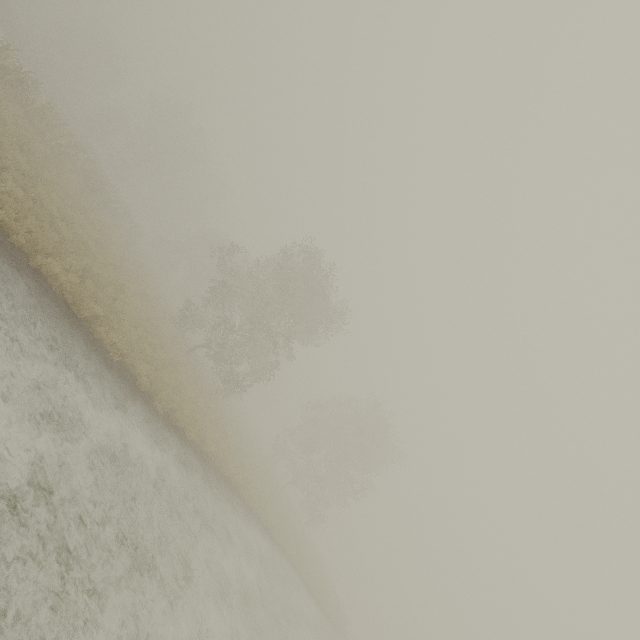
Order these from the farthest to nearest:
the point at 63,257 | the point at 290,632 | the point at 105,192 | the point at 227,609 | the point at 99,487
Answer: the point at 105,192, the point at 290,632, the point at 63,257, the point at 227,609, the point at 99,487
